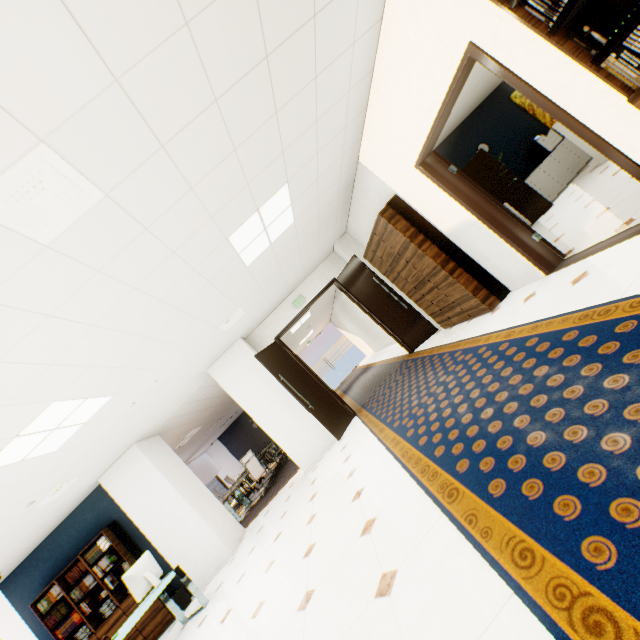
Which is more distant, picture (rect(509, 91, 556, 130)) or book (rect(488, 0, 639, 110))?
picture (rect(509, 91, 556, 130))

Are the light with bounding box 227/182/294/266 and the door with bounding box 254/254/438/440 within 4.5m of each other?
yes

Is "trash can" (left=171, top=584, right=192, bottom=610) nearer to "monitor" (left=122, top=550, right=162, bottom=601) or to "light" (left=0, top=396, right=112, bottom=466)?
"monitor" (left=122, top=550, right=162, bottom=601)

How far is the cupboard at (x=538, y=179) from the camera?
7.5m

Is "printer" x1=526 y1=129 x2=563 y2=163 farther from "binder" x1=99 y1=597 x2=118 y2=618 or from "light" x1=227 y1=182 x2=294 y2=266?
"binder" x1=99 y1=597 x2=118 y2=618

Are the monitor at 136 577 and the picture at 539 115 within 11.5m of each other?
no

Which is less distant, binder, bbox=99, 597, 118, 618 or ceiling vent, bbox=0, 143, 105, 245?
ceiling vent, bbox=0, 143, 105, 245

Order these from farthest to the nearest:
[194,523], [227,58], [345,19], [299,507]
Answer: [194,523] < [299,507] < [345,19] < [227,58]
